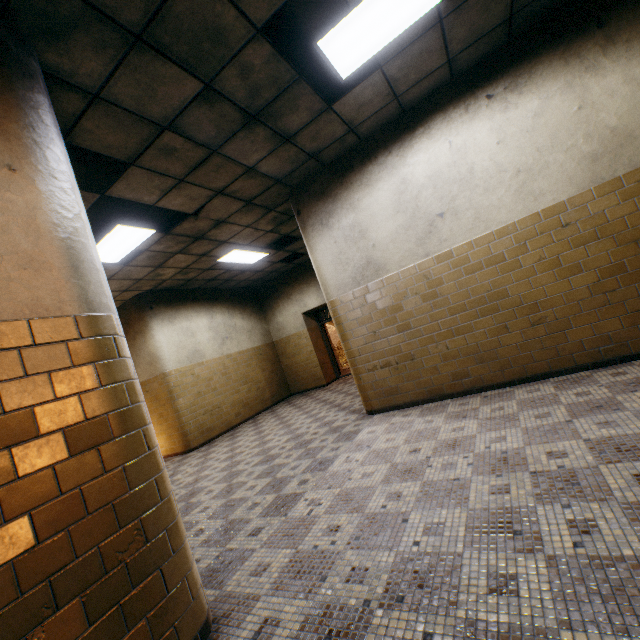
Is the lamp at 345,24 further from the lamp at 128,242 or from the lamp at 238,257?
the lamp at 238,257

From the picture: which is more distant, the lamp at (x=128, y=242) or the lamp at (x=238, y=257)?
the lamp at (x=238, y=257)

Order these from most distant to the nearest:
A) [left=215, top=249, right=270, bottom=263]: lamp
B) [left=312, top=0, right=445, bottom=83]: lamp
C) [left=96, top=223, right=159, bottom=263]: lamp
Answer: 1. [left=215, top=249, right=270, bottom=263]: lamp
2. [left=96, top=223, right=159, bottom=263]: lamp
3. [left=312, top=0, right=445, bottom=83]: lamp

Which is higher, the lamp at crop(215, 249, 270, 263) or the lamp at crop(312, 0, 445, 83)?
the lamp at crop(215, 249, 270, 263)

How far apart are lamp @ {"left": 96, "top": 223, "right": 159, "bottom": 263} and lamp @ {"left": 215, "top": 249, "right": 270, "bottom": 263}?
2.0 meters

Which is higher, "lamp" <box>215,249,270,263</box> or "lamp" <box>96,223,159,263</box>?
"lamp" <box>215,249,270,263</box>

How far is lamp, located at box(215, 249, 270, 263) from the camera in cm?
740

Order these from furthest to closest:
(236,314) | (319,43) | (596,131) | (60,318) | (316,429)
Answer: (236,314), (316,429), (596,131), (319,43), (60,318)
